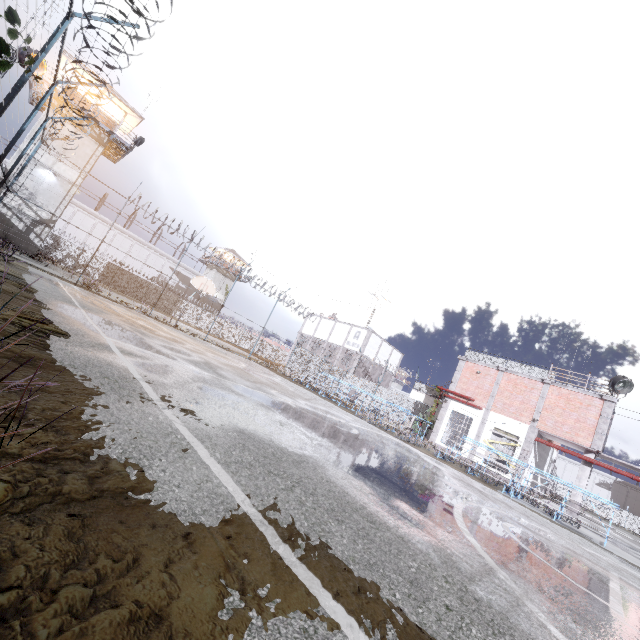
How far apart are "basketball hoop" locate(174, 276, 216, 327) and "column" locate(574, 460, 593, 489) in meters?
24.8 m

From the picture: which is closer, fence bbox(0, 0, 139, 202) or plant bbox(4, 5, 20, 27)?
plant bbox(4, 5, 20, 27)

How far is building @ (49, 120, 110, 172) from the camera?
25.2 meters

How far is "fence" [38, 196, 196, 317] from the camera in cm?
2016

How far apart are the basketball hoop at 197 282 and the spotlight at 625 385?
24.6 meters

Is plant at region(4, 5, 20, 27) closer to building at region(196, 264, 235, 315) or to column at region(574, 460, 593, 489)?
column at region(574, 460, 593, 489)

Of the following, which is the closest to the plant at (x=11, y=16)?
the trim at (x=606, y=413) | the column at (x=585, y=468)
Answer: the trim at (x=606, y=413)

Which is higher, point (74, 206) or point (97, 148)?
point (97, 148)
